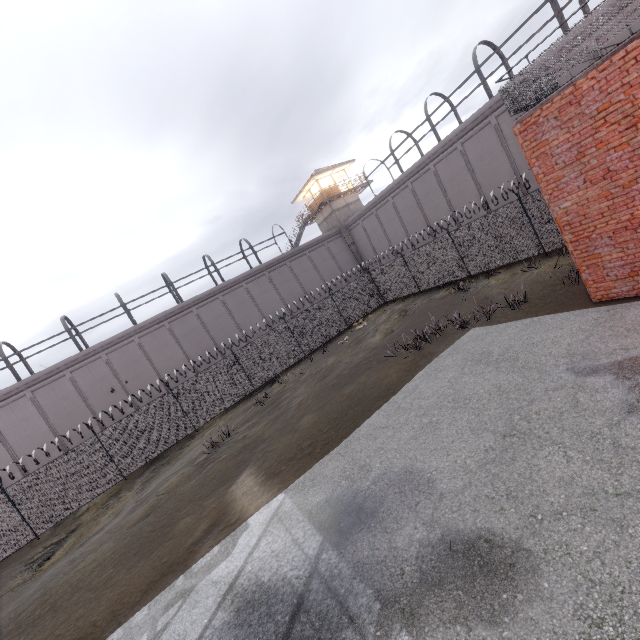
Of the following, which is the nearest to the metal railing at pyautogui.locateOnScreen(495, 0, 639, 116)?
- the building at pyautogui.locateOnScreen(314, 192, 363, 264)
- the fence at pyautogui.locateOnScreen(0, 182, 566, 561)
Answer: the fence at pyautogui.locateOnScreen(0, 182, 566, 561)

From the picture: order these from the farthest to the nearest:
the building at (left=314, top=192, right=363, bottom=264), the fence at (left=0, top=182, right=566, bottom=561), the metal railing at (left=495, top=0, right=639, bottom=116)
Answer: the building at (left=314, top=192, right=363, bottom=264)
the fence at (left=0, top=182, right=566, bottom=561)
the metal railing at (left=495, top=0, right=639, bottom=116)

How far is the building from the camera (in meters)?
34.62

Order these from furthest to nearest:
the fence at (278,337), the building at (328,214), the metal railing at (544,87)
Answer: the building at (328,214)
the fence at (278,337)
the metal railing at (544,87)

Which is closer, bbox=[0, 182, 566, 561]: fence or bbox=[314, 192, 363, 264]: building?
bbox=[0, 182, 566, 561]: fence

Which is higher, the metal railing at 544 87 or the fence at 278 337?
the metal railing at 544 87

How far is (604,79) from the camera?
6.3m

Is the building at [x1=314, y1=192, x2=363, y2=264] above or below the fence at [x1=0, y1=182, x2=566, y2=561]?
above
